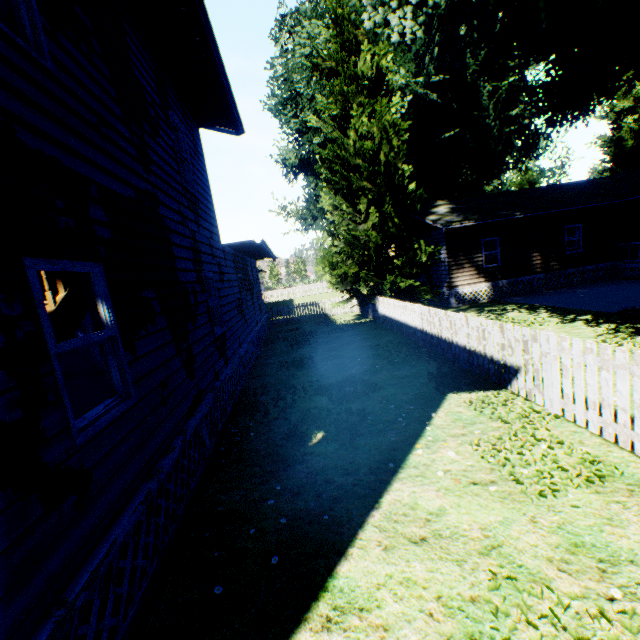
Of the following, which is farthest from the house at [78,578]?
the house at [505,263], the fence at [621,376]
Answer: the house at [505,263]

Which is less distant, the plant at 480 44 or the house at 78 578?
the house at 78 578

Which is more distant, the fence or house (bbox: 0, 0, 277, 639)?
the fence

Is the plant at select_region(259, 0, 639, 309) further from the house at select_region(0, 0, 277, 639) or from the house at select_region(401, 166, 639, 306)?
the house at select_region(0, 0, 277, 639)

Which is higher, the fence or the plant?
the plant

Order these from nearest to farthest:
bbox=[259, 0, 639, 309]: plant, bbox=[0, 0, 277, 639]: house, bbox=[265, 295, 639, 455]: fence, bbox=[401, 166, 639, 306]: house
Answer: bbox=[0, 0, 277, 639]: house
bbox=[265, 295, 639, 455]: fence
bbox=[259, 0, 639, 309]: plant
bbox=[401, 166, 639, 306]: house

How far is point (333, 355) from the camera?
12.03m
